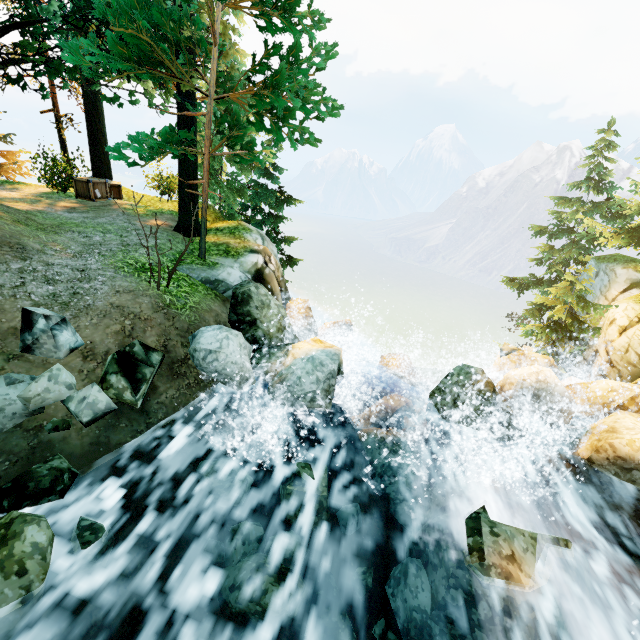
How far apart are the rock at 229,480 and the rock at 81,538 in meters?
1.2 m

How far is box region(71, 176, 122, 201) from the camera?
12.2m

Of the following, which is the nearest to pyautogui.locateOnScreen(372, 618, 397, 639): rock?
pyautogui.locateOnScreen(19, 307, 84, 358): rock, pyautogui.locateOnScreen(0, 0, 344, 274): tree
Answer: pyautogui.locateOnScreen(19, 307, 84, 358): rock

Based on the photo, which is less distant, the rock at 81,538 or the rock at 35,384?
the rock at 81,538

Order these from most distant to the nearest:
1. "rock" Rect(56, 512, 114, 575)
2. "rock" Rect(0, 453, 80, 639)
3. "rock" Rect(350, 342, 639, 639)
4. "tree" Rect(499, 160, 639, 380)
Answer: "tree" Rect(499, 160, 639, 380)
"rock" Rect(350, 342, 639, 639)
"rock" Rect(56, 512, 114, 575)
"rock" Rect(0, 453, 80, 639)

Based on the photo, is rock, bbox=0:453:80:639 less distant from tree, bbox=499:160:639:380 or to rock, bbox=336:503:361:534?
rock, bbox=336:503:361:534

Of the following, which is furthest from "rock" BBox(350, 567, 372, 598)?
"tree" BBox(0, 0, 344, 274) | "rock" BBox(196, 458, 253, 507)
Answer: "tree" BBox(0, 0, 344, 274)

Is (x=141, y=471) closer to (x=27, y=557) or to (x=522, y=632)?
(x=27, y=557)
